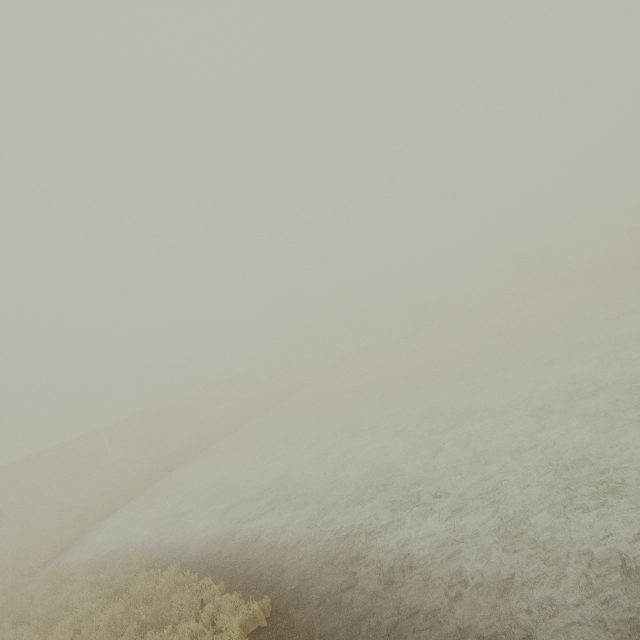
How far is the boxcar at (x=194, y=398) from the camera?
48.7m

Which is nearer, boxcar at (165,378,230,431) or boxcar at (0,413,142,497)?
boxcar at (0,413,142,497)

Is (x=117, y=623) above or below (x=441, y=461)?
above

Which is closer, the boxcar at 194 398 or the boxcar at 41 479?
the boxcar at 41 479

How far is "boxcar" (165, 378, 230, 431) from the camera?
48.7 meters
